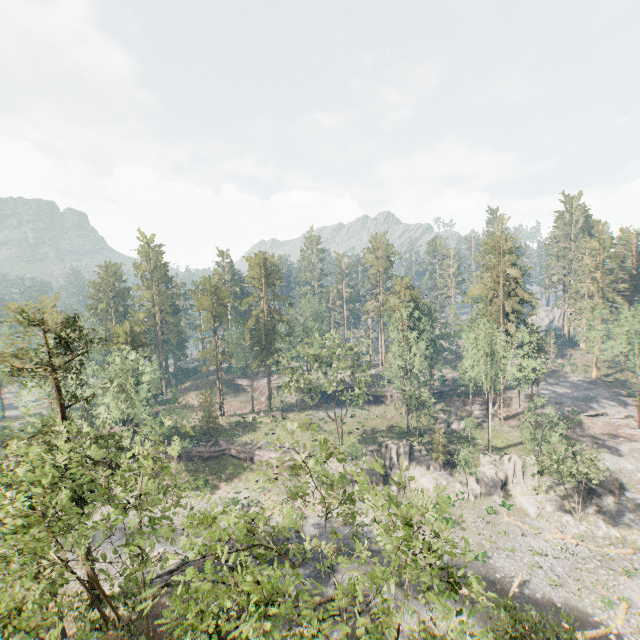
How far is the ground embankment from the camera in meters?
47.9

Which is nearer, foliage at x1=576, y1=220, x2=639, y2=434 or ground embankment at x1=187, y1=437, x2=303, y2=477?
foliage at x1=576, y1=220, x2=639, y2=434

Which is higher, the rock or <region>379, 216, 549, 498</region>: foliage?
<region>379, 216, 549, 498</region>: foliage

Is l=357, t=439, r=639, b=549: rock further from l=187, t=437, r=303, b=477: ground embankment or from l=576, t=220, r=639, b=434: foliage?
l=576, t=220, r=639, b=434: foliage

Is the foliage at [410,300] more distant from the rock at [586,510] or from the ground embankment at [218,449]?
the rock at [586,510]

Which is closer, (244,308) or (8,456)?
(8,456)

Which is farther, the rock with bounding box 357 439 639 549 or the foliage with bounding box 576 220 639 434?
the foliage with bounding box 576 220 639 434
